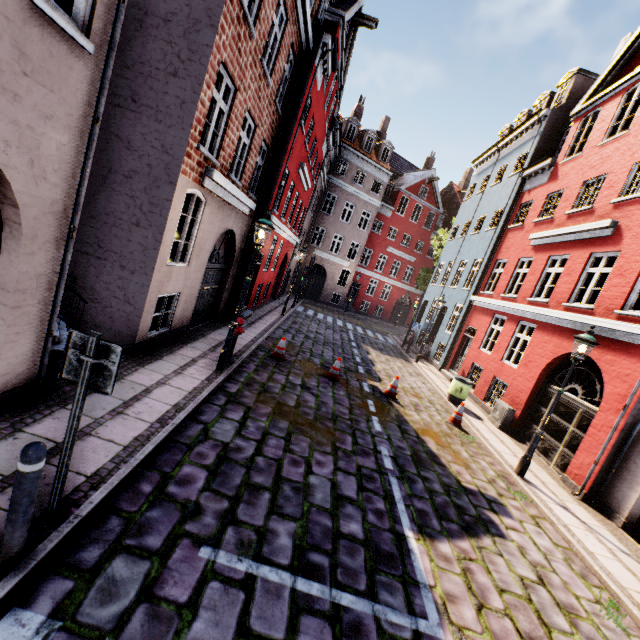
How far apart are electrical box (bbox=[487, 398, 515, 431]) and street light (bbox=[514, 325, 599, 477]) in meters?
3.3

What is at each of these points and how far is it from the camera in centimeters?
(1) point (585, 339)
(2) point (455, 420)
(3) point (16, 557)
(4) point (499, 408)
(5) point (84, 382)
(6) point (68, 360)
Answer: (1) street light, 726cm
(2) traffic cone, 1020cm
(3) bollard, 266cm
(4) electrical box, 1140cm
(5) sign pole, 288cm
(6) sign, 291cm

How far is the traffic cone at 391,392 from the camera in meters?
10.6

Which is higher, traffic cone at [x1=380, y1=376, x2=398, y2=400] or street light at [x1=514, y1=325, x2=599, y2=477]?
street light at [x1=514, y1=325, x2=599, y2=477]

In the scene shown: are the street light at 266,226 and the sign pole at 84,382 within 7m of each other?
yes

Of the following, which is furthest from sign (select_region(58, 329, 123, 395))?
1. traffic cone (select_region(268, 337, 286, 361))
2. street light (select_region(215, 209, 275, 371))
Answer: traffic cone (select_region(268, 337, 286, 361))

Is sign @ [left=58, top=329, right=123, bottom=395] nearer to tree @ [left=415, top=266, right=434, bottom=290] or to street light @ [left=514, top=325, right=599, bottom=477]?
street light @ [left=514, top=325, right=599, bottom=477]

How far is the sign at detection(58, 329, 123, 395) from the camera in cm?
286
